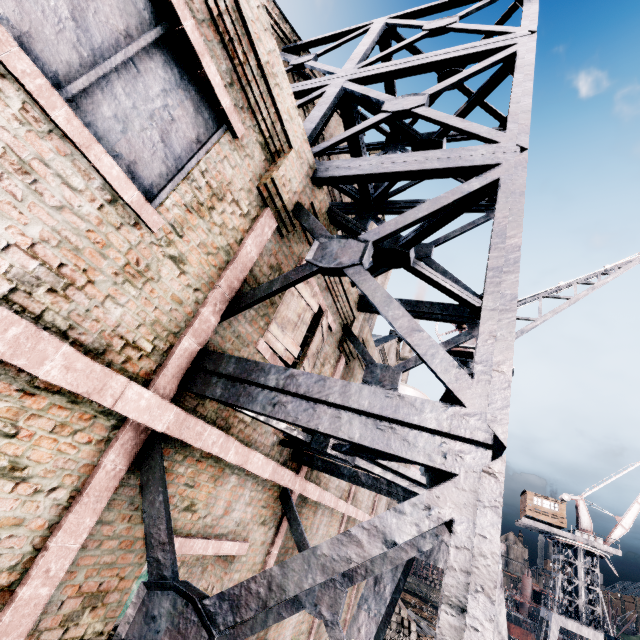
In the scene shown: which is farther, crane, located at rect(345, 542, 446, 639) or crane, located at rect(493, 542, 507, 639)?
crane, located at rect(345, 542, 446, 639)

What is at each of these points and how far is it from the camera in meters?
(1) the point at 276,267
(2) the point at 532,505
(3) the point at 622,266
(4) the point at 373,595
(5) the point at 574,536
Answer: (1) building, 5.2
(2) building, 44.8
(3) crane, 13.6
(4) crane, 8.6
(5) crane, 41.5

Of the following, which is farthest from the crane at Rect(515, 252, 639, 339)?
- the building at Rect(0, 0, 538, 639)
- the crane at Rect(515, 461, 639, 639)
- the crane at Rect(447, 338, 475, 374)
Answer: the crane at Rect(515, 461, 639, 639)

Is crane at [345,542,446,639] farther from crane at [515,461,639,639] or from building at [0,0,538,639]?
crane at [515,461,639,639]

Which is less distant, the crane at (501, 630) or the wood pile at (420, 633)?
the crane at (501, 630)

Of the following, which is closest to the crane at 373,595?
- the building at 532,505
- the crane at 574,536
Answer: the crane at 574,536

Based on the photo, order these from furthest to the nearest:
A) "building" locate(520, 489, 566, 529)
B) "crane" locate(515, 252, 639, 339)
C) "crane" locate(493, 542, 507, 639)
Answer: "building" locate(520, 489, 566, 529) → "crane" locate(515, 252, 639, 339) → "crane" locate(493, 542, 507, 639)
